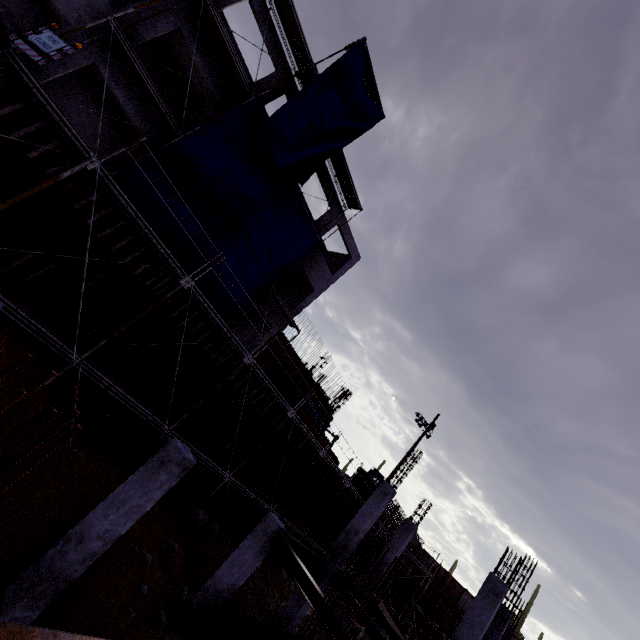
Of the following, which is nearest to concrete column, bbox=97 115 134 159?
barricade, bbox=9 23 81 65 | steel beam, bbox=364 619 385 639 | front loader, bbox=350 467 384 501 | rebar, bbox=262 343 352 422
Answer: rebar, bbox=262 343 352 422

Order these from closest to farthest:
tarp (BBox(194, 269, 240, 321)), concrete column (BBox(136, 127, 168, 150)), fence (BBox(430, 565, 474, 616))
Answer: concrete column (BBox(136, 127, 168, 150)), tarp (BBox(194, 269, 240, 321)), fence (BBox(430, 565, 474, 616))

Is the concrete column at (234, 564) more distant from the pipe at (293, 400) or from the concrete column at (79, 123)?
the concrete column at (79, 123)

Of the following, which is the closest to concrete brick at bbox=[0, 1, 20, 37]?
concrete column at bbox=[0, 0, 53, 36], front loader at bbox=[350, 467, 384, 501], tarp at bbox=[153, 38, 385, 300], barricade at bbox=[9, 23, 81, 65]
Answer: concrete column at bbox=[0, 0, 53, 36]

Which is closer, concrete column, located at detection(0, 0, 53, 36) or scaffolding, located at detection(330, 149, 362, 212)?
concrete column, located at detection(0, 0, 53, 36)

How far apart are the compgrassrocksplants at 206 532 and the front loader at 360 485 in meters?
20.2

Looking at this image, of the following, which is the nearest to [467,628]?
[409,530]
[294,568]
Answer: [294,568]

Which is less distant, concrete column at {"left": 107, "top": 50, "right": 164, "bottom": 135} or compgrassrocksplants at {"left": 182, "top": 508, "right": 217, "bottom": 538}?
concrete column at {"left": 107, "top": 50, "right": 164, "bottom": 135}
